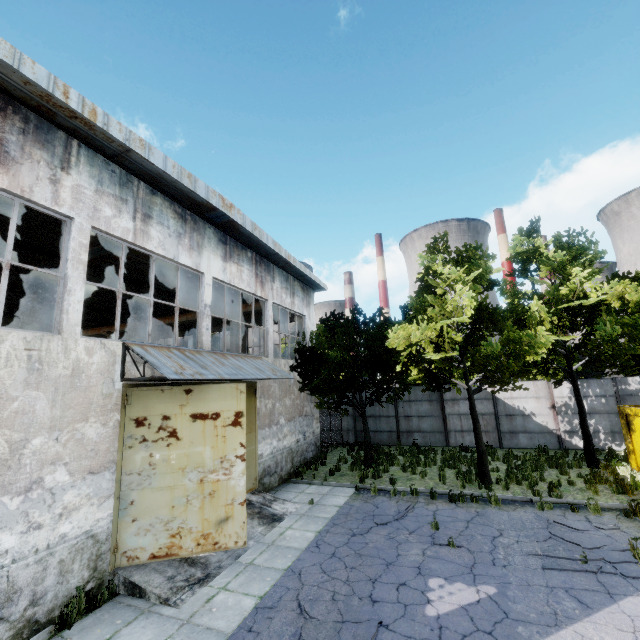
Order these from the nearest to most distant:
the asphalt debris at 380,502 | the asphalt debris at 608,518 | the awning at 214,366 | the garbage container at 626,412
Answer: the awning at 214,366 → the asphalt debris at 608,518 → the asphalt debris at 380,502 → the garbage container at 626,412

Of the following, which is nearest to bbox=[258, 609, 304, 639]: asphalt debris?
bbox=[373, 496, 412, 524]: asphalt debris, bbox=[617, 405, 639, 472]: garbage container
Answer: bbox=[373, 496, 412, 524]: asphalt debris

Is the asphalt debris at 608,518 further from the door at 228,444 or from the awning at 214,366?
the awning at 214,366

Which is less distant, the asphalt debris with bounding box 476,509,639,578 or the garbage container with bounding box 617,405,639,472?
the asphalt debris with bounding box 476,509,639,578

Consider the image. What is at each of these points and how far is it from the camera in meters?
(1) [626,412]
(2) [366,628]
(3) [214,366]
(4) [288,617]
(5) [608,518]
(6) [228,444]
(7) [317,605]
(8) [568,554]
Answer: (1) garbage container, 13.2 m
(2) asphalt debris, 5.4 m
(3) awning, 9.2 m
(4) asphalt debris, 5.8 m
(5) asphalt debris, 9.0 m
(6) door, 8.0 m
(7) asphalt debris, 6.0 m
(8) asphalt debris, 7.3 m

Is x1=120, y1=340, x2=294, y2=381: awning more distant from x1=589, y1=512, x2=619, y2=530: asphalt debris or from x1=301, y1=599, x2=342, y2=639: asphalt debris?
x1=589, y1=512, x2=619, y2=530: asphalt debris

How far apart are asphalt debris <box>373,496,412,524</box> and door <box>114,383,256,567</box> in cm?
393

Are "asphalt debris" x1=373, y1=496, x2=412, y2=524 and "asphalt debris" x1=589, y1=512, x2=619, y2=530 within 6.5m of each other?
yes
